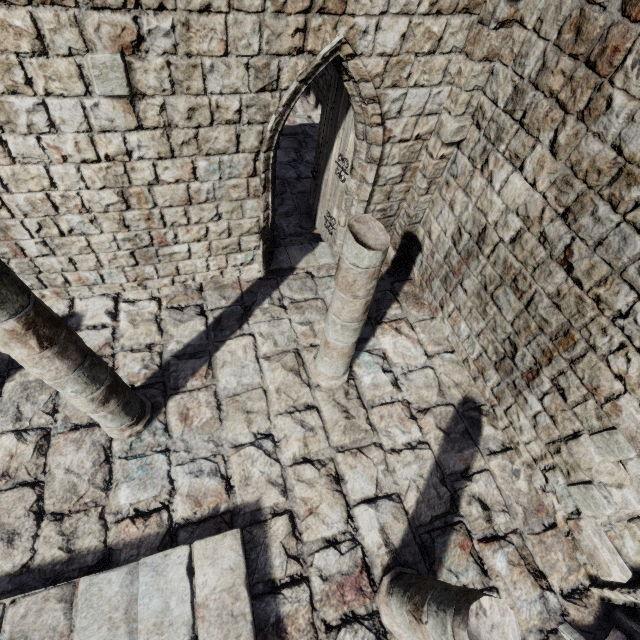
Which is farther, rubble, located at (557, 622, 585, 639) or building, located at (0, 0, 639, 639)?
rubble, located at (557, 622, 585, 639)

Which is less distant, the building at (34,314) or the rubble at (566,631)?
the building at (34,314)

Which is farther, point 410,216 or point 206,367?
point 410,216
